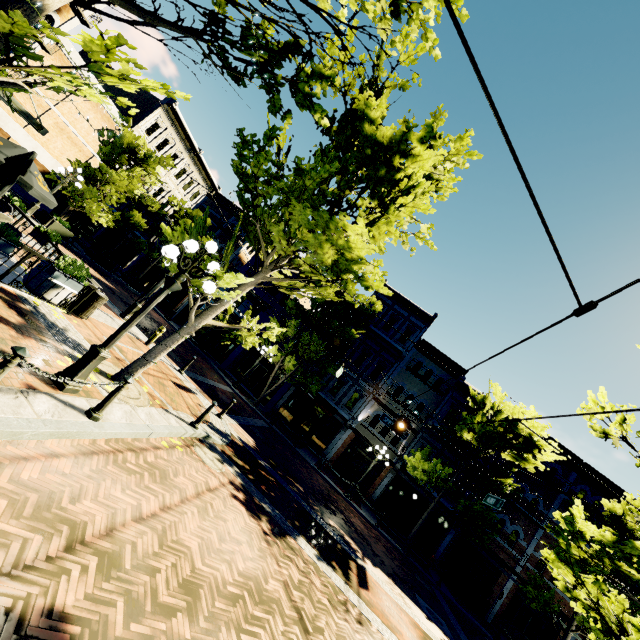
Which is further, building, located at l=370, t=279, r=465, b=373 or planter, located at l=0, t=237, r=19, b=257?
building, located at l=370, t=279, r=465, b=373

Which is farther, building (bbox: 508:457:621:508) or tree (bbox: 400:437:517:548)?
building (bbox: 508:457:621:508)

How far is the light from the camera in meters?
14.7

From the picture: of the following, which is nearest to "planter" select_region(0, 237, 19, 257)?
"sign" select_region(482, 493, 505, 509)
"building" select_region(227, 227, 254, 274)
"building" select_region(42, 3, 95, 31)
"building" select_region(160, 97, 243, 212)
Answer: "building" select_region(42, 3, 95, 31)

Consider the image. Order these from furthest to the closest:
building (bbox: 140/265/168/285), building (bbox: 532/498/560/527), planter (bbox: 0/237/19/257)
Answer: building (bbox: 140/265/168/285) → building (bbox: 532/498/560/527) → planter (bbox: 0/237/19/257)

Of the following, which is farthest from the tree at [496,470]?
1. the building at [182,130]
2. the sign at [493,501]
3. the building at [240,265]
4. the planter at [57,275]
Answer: the building at [182,130]

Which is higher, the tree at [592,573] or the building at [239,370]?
the tree at [592,573]

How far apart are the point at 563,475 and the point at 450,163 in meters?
24.2 m
